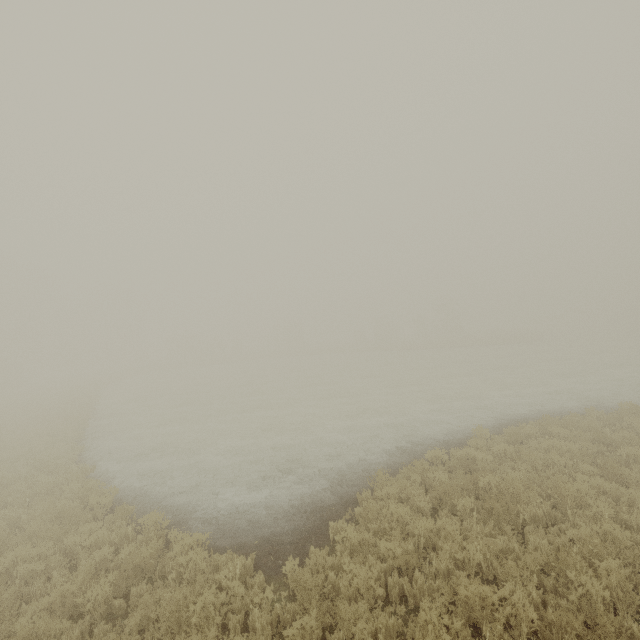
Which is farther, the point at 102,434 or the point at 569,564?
the point at 102,434
